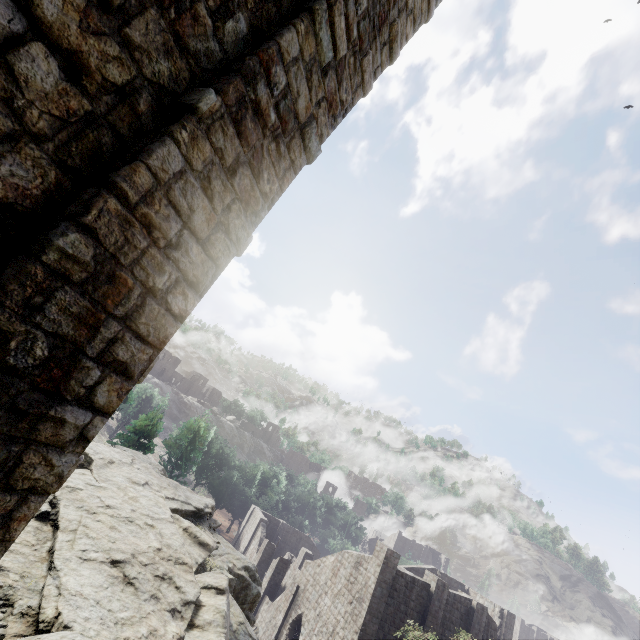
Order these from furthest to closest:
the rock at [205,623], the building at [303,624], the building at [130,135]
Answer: the building at [303,624] → the rock at [205,623] → the building at [130,135]

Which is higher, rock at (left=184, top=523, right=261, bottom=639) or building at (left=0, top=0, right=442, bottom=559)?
building at (left=0, top=0, right=442, bottom=559)

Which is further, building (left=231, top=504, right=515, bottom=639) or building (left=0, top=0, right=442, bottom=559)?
building (left=231, top=504, right=515, bottom=639)

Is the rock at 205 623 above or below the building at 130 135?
below

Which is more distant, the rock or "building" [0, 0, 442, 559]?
the rock

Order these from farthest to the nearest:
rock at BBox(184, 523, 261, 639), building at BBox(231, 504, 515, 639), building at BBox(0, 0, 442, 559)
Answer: building at BBox(231, 504, 515, 639), rock at BBox(184, 523, 261, 639), building at BBox(0, 0, 442, 559)

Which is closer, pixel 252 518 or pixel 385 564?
pixel 385 564
